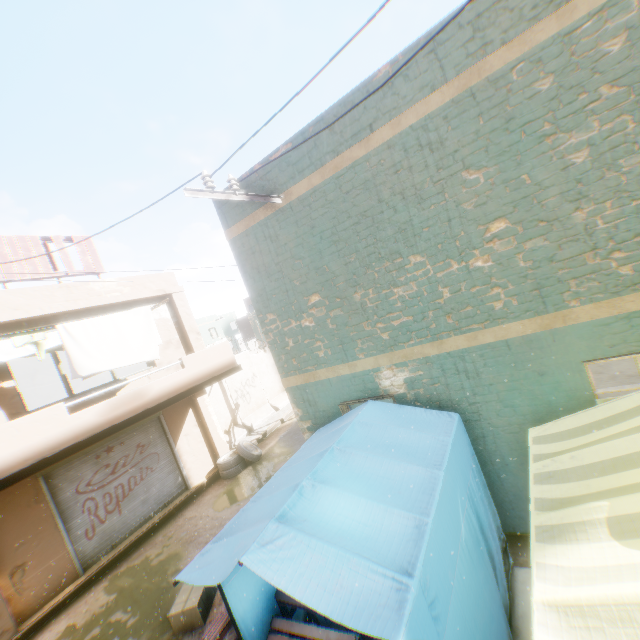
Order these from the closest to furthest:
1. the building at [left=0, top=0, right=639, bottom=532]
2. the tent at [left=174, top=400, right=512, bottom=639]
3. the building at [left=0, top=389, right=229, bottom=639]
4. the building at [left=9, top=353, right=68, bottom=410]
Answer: the tent at [left=174, top=400, right=512, bottom=639]
the building at [left=0, top=0, right=639, bottom=532]
the building at [left=0, top=389, right=229, bottom=639]
the building at [left=9, top=353, right=68, bottom=410]

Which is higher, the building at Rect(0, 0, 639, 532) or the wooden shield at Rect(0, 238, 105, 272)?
the wooden shield at Rect(0, 238, 105, 272)

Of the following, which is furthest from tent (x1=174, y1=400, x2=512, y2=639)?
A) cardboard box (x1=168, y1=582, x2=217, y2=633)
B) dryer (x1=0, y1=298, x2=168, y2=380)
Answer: cardboard box (x1=168, y1=582, x2=217, y2=633)

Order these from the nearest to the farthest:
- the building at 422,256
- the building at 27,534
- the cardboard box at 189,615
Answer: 1. the building at 422,256
2. the cardboard box at 189,615
3. the building at 27,534

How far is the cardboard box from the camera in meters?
5.6 m

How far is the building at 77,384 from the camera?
15.4m

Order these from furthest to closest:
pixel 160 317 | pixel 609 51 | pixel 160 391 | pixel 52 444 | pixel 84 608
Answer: pixel 160 317
pixel 160 391
pixel 84 608
pixel 52 444
pixel 609 51

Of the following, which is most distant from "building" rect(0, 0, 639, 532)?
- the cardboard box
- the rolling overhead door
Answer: the cardboard box
